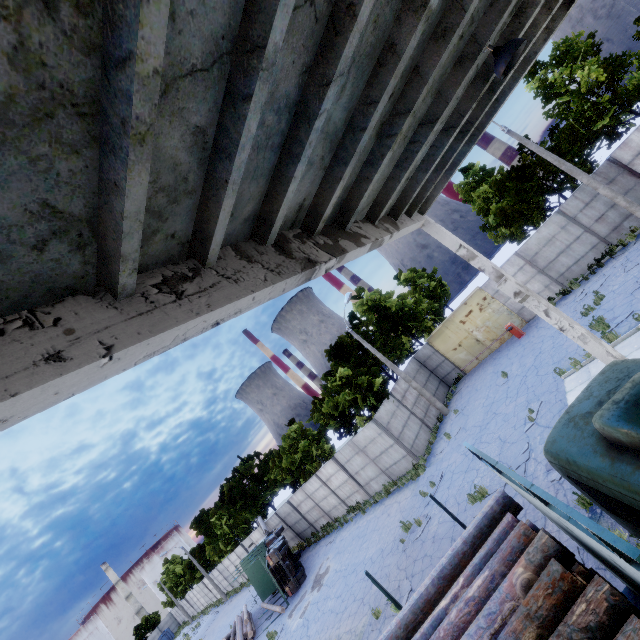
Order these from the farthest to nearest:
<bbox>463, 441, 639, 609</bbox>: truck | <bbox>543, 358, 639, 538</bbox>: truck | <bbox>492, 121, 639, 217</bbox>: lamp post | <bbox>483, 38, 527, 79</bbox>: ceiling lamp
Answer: <bbox>492, 121, 639, 217</bbox>: lamp post < <bbox>483, 38, 527, 79</bbox>: ceiling lamp < <bbox>543, 358, 639, 538</bbox>: truck < <bbox>463, 441, 639, 609</bbox>: truck

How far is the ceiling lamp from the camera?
4.8 meters

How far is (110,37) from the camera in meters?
1.7 m

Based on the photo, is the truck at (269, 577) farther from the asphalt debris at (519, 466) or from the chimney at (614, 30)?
the chimney at (614, 30)

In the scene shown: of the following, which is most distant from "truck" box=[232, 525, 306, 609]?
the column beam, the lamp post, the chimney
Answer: the chimney

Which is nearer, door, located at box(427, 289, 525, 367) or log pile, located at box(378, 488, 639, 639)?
log pile, located at box(378, 488, 639, 639)

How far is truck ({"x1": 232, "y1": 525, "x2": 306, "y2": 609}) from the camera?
20.81m

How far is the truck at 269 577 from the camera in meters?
20.8 m
